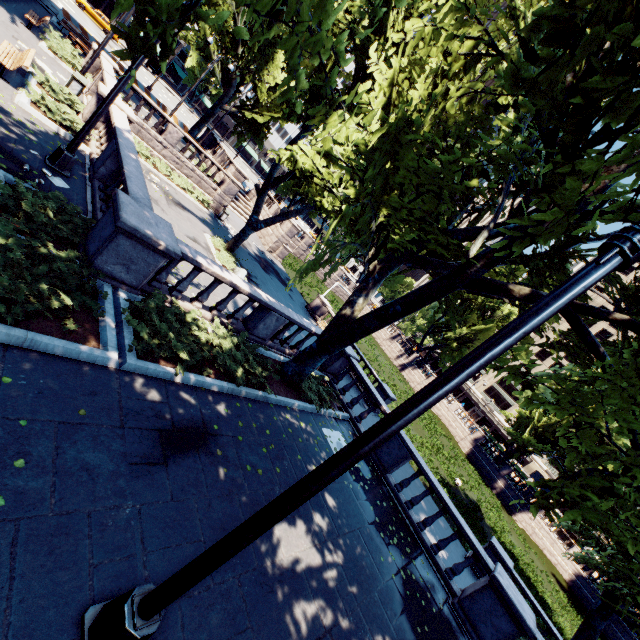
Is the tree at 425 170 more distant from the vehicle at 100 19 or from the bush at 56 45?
the vehicle at 100 19

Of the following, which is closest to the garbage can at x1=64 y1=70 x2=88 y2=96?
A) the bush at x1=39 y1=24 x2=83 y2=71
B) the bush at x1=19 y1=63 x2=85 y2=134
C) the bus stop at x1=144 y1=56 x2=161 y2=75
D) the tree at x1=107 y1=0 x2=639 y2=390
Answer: the bush at x1=19 y1=63 x2=85 y2=134

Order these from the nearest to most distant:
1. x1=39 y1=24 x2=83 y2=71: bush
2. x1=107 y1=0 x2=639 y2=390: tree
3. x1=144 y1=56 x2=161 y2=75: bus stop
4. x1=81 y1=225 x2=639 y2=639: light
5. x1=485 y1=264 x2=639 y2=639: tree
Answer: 1. x1=81 y1=225 x2=639 y2=639: light
2. x1=107 y1=0 x2=639 y2=390: tree
3. x1=485 y1=264 x2=639 y2=639: tree
4. x1=39 y1=24 x2=83 y2=71: bush
5. x1=144 y1=56 x2=161 y2=75: bus stop

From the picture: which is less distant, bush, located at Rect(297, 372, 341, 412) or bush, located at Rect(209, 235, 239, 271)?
bush, located at Rect(297, 372, 341, 412)

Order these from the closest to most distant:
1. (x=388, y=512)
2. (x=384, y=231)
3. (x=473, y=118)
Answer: (x=388, y=512) < (x=473, y=118) < (x=384, y=231)

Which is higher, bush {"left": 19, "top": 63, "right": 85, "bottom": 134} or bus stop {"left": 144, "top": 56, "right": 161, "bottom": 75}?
bus stop {"left": 144, "top": 56, "right": 161, "bottom": 75}

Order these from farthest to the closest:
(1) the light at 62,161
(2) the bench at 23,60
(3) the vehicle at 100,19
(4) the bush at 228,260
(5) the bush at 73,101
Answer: (3) the vehicle at 100,19
(4) the bush at 228,260
(5) the bush at 73,101
(2) the bench at 23,60
(1) the light at 62,161

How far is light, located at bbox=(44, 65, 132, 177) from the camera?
8.6 meters
